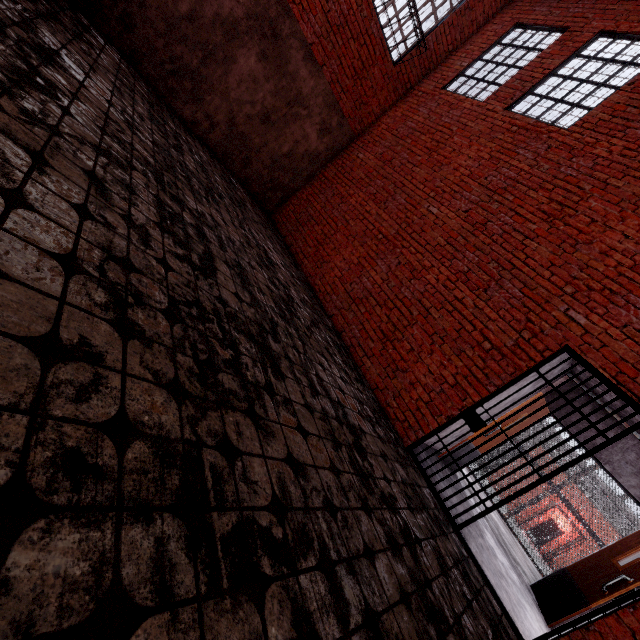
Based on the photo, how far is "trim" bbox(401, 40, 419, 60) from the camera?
7.4 meters

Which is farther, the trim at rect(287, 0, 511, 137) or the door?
the trim at rect(287, 0, 511, 137)

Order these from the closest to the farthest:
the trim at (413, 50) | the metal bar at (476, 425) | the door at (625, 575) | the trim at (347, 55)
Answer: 1. the metal bar at (476, 425)
2. the door at (625, 575)
3. the trim at (347, 55)
4. the trim at (413, 50)

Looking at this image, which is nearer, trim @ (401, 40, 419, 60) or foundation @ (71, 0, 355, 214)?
foundation @ (71, 0, 355, 214)

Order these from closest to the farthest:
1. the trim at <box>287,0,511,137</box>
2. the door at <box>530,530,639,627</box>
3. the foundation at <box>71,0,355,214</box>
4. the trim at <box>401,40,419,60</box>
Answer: the door at <box>530,530,639,627</box> < the foundation at <box>71,0,355,214</box> < the trim at <box>287,0,511,137</box> < the trim at <box>401,40,419,60</box>

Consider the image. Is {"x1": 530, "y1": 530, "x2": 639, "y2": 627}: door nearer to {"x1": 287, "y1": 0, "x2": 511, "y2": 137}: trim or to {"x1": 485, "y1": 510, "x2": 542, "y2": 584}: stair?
{"x1": 485, "y1": 510, "x2": 542, "y2": 584}: stair

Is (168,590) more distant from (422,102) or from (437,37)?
(437,37)

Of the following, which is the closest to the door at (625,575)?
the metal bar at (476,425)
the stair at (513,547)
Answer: the stair at (513,547)
